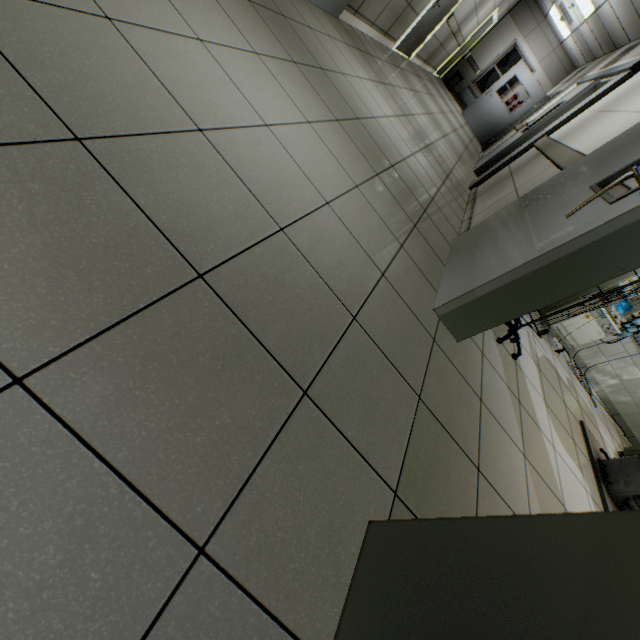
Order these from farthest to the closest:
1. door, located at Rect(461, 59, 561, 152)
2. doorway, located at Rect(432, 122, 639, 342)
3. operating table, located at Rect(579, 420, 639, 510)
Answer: door, located at Rect(461, 59, 561, 152), operating table, located at Rect(579, 420, 639, 510), doorway, located at Rect(432, 122, 639, 342)

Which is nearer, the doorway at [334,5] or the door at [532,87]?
the doorway at [334,5]

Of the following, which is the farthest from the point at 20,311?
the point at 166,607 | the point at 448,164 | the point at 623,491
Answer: the point at 448,164

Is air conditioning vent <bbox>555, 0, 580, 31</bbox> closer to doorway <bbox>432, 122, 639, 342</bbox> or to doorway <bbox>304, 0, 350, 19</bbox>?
doorway <bbox>304, 0, 350, 19</bbox>

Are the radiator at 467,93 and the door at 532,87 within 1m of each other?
no

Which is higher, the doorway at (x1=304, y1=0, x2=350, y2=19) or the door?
the door

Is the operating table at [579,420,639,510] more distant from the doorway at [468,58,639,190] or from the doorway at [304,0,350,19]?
the doorway at [304,0,350,19]

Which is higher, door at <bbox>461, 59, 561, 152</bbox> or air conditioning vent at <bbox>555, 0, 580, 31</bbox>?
air conditioning vent at <bbox>555, 0, 580, 31</bbox>
